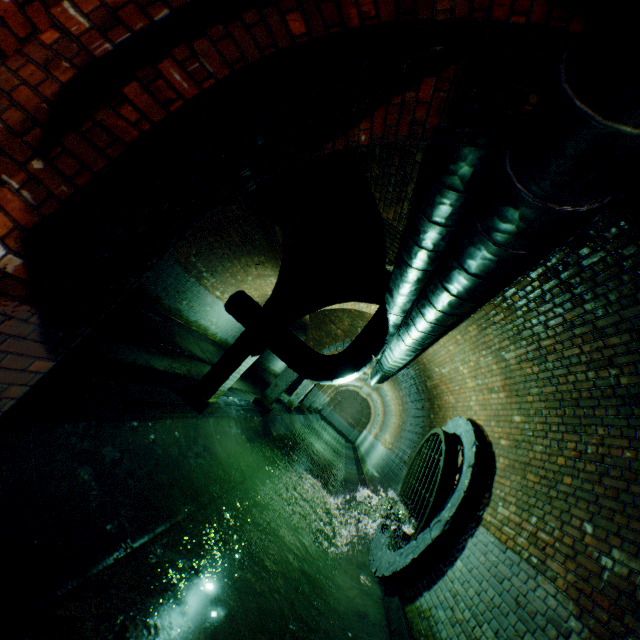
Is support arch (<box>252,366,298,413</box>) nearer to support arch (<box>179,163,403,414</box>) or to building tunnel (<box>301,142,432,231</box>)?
building tunnel (<box>301,142,432,231</box>)

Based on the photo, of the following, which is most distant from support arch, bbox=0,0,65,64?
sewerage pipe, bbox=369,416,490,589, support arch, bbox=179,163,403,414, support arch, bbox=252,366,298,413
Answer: support arch, bbox=252,366,298,413

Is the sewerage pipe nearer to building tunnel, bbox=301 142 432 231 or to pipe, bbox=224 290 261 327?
building tunnel, bbox=301 142 432 231

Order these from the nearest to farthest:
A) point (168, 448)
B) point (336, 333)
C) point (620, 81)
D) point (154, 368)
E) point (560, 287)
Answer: point (620, 81) < point (560, 287) < point (168, 448) < point (154, 368) < point (336, 333)

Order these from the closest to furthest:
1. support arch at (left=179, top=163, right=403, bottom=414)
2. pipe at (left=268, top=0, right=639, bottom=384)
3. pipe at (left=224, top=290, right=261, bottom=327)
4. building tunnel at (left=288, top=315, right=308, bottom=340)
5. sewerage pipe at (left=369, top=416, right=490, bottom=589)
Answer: pipe at (left=268, top=0, right=639, bottom=384) < sewerage pipe at (left=369, top=416, right=490, bottom=589) < support arch at (left=179, top=163, right=403, bottom=414) < pipe at (left=224, top=290, right=261, bottom=327) < building tunnel at (left=288, top=315, right=308, bottom=340)

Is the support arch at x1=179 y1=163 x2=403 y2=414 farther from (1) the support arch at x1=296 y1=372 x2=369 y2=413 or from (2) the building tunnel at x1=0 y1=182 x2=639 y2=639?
(1) the support arch at x1=296 y1=372 x2=369 y2=413

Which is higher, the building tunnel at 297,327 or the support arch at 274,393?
the building tunnel at 297,327

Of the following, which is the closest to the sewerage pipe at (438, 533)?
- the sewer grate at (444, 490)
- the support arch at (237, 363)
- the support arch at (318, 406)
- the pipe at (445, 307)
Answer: the sewer grate at (444, 490)
